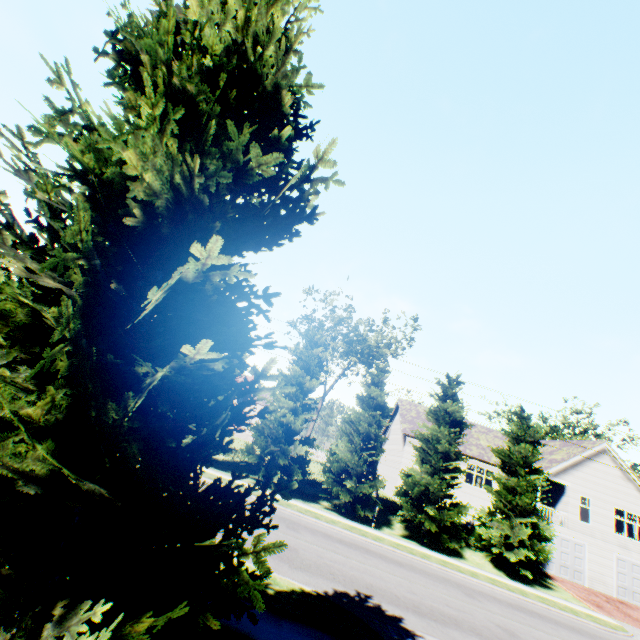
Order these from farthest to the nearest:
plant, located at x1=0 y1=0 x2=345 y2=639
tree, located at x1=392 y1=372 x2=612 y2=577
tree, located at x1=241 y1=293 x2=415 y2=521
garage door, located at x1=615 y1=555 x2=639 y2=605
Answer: garage door, located at x1=615 y1=555 x2=639 y2=605, tree, located at x1=241 y1=293 x2=415 y2=521, tree, located at x1=392 y1=372 x2=612 y2=577, plant, located at x1=0 y1=0 x2=345 y2=639

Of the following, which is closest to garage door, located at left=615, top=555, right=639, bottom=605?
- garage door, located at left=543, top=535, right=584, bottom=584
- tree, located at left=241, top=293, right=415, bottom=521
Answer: garage door, located at left=543, top=535, right=584, bottom=584

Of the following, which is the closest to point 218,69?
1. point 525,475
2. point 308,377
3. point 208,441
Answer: point 208,441

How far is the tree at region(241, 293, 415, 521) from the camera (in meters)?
21.33

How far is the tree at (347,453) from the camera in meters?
21.3

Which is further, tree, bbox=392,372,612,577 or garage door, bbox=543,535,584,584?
garage door, bbox=543,535,584,584

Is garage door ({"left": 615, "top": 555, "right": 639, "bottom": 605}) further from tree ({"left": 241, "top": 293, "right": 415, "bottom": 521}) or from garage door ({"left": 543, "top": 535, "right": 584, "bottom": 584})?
tree ({"left": 241, "top": 293, "right": 415, "bottom": 521})

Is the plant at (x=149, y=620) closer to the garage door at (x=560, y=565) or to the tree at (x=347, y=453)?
the tree at (x=347, y=453)
